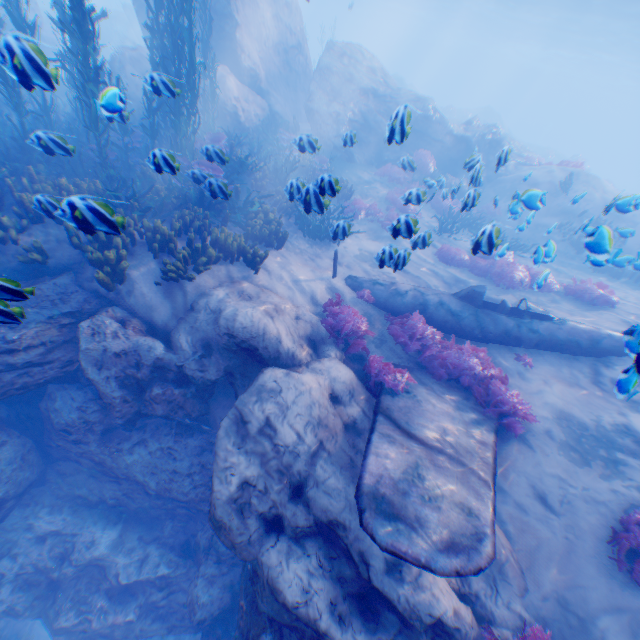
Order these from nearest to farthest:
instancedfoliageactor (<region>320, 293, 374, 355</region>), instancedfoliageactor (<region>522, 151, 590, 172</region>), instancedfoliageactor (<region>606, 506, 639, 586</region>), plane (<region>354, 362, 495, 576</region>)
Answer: plane (<region>354, 362, 495, 576</region>) → instancedfoliageactor (<region>606, 506, 639, 586</region>) → instancedfoliageactor (<region>320, 293, 374, 355</region>) → instancedfoliageactor (<region>522, 151, 590, 172</region>)

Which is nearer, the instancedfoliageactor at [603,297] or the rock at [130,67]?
the instancedfoliageactor at [603,297]

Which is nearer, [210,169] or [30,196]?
[30,196]

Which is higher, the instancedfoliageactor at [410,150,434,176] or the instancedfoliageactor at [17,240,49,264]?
the instancedfoliageactor at [410,150,434,176]

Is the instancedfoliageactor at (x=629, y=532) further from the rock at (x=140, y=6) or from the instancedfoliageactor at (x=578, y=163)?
the instancedfoliageactor at (x=578, y=163)

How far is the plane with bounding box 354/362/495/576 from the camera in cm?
378

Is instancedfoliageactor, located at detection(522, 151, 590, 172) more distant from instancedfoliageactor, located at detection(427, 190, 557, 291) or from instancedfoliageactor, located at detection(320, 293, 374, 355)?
instancedfoliageactor, located at detection(320, 293, 374, 355)

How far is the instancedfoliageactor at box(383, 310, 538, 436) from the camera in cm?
638
